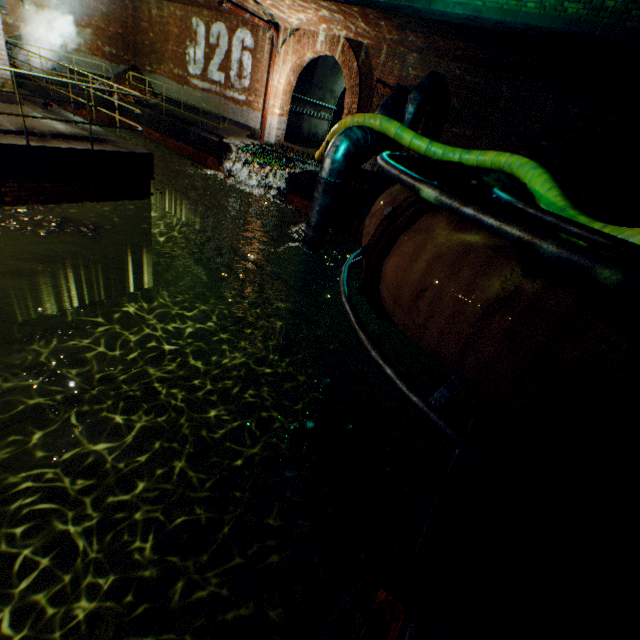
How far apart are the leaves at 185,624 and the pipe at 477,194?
2.7 meters

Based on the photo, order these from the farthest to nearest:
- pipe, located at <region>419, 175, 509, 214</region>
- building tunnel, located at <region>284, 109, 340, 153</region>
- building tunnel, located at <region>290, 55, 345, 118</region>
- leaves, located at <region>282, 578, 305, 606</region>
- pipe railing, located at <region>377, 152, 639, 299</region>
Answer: building tunnel, located at <region>284, 109, 340, 153</region>, building tunnel, located at <region>290, 55, 345, 118</region>, leaves, located at <region>282, 578, 305, 606</region>, pipe, located at <region>419, 175, 509, 214</region>, pipe railing, located at <region>377, 152, 639, 299</region>

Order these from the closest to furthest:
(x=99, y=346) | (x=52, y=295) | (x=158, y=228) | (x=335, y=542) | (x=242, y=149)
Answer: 1. (x=335, y=542)
2. (x=52, y=295)
3. (x=99, y=346)
4. (x=242, y=149)
5. (x=158, y=228)

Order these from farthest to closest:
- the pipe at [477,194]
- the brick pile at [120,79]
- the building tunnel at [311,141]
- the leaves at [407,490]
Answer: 1. the brick pile at [120,79]
2. the building tunnel at [311,141]
3. the leaves at [407,490]
4. the pipe at [477,194]

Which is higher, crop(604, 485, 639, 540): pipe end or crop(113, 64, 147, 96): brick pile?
crop(604, 485, 639, 540): pipe end

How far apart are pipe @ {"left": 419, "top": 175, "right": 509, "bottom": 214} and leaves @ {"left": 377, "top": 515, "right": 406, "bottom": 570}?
2.1m

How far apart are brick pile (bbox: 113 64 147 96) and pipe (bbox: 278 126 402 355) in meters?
14.6

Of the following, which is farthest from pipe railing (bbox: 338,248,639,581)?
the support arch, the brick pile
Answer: the brick pile
